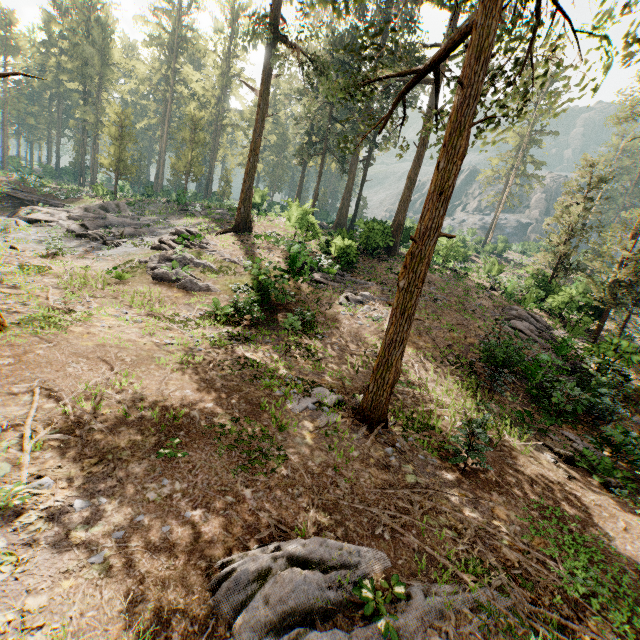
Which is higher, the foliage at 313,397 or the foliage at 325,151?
the foliage at 325,151

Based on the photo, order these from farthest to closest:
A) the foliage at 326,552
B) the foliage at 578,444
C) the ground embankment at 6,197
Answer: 1. the ground embankment at 6,197
2. the foliage at 578,444
3. the foliage at 326,552

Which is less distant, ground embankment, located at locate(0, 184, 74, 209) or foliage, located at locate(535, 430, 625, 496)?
foliage, located at locate(535, 430, 625, 496)

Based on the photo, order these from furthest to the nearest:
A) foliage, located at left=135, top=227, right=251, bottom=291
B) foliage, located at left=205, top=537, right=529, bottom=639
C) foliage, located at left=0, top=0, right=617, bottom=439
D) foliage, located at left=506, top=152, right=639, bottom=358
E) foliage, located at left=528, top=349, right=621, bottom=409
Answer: foliage, located at left=506, top=152, right=639, bottom=358 → foliage, located at left=135, top=227, right=251, bottom=291 → foliage, located at left=528, top=349, right=621, bottom=409 → foliage, located at left=0, top=0, right=617, bottom=439 → foliage, located at left=205, top=537, right=529, bottom=639

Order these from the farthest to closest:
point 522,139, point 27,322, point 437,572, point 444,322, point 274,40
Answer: point 522,139, point 274,40, point 444,322, point 27,322, point 437,572

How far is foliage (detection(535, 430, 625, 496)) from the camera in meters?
9.3 m
